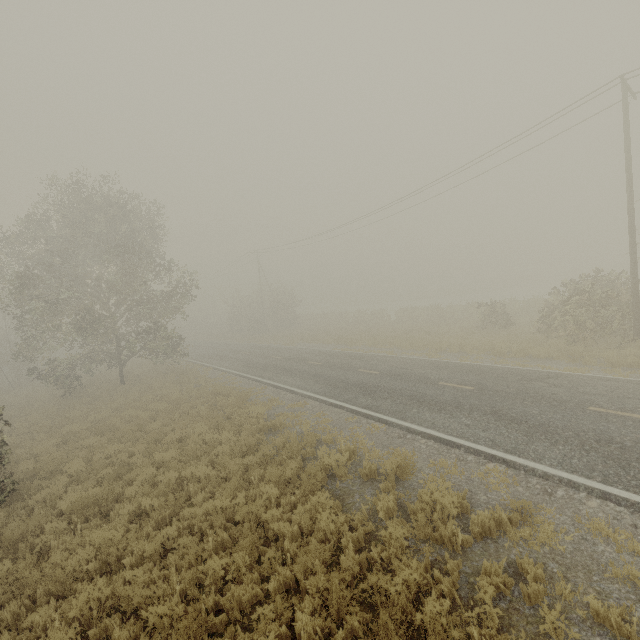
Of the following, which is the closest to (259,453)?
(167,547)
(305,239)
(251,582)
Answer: (167,547)
